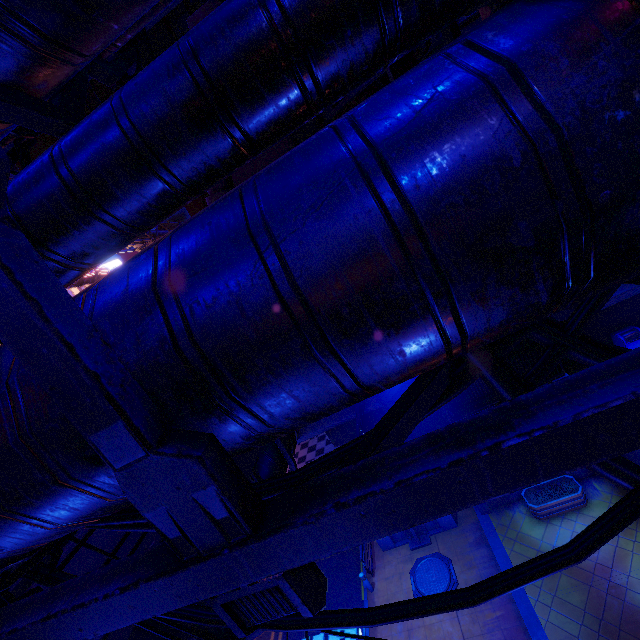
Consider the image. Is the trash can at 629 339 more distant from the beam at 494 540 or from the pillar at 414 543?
the pillar at 414 543

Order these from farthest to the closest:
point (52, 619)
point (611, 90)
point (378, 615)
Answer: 1. point (378, 615)
2. point (52, 619)
3. point (611, 90)

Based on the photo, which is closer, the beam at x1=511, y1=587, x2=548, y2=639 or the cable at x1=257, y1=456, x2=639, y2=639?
the cable at x1=257, y1=456, x2=639, y2=639

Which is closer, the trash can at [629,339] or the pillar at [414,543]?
the trash can at [629,339]

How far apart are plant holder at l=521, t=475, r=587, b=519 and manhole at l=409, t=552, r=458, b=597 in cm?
404

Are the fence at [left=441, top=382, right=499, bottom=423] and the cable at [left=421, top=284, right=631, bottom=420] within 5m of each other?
no

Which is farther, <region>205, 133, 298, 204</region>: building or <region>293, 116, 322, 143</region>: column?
<region>205, 133, 298, 204</region>: building

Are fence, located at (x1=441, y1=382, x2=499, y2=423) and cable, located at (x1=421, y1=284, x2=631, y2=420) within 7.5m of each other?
no
